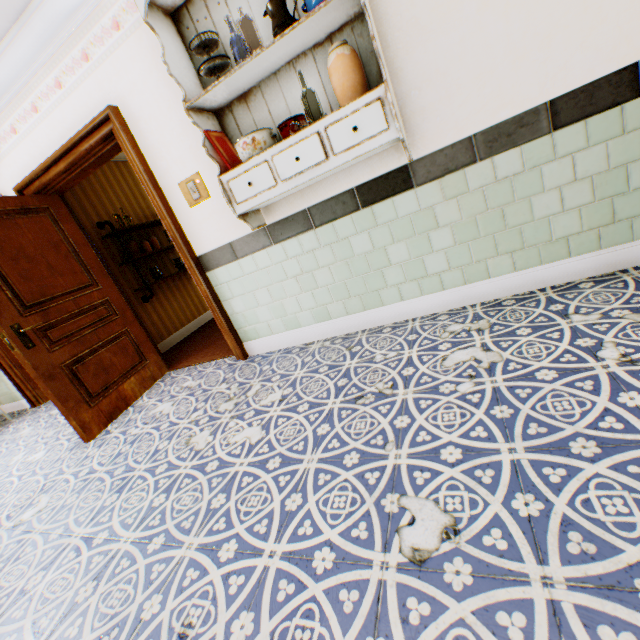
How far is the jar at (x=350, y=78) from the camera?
1.8m

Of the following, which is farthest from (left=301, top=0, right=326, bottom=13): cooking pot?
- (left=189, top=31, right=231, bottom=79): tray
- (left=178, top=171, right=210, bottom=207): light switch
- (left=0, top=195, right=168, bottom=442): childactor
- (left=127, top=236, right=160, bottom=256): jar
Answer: (left=127, top=236, right=160, bottom=256): jar

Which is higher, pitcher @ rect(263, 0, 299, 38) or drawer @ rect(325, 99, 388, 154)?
pitcher @ rect(263, 0, 299, 38)

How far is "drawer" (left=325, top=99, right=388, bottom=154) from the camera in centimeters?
181cm

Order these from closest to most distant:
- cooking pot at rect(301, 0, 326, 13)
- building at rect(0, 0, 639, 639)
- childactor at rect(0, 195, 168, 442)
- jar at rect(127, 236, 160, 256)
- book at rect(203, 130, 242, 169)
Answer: building at rect(0, 0, 639, 639), cooking pot at rect(301, 0, 326, 13), book at rect(203, 130, 242, 169), childactor at rect(0, 195, 168, 442), jar at rect(127, 236, 160, 256)

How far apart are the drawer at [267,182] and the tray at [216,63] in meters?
0.8

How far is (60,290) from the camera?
3.1 meters

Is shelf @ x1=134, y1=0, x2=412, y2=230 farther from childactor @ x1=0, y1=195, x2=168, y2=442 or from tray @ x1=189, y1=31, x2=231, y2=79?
childactor @ x1=0, y1=195, x2=168, y2=442
